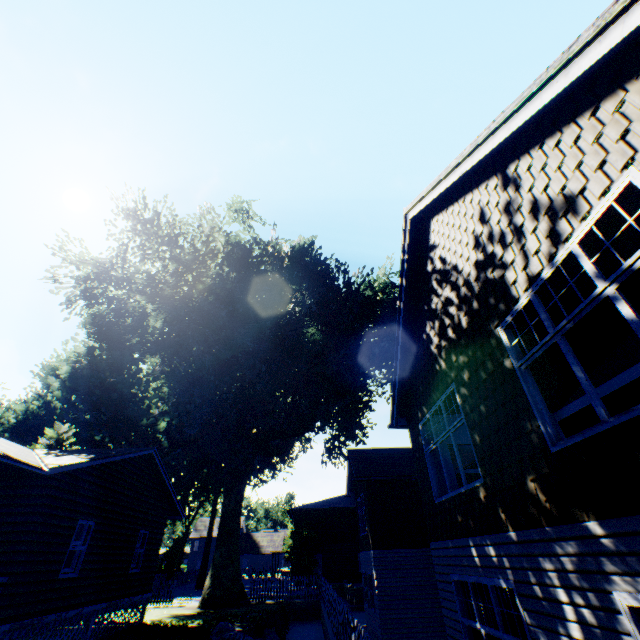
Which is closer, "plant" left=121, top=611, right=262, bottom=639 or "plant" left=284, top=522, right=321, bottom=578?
"plant" left=121, top=611, right=262, bottom=639

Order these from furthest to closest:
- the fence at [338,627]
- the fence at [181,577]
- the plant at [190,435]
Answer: the fence at [181,577] < the plant at [190,435] < the fence at [338,627]

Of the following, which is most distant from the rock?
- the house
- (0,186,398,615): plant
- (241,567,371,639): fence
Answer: (241,567,371,639): fence

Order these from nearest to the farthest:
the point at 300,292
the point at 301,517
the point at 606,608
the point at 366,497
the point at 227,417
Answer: the point at 606,608 < the point at 366,497 < the point at 227,417 < the point at 300,292 < the point at 301,517

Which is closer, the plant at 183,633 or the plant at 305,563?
the plant at 183,633

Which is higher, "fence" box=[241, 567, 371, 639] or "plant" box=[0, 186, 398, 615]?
"plant" box=[0, 186, 398, 615]

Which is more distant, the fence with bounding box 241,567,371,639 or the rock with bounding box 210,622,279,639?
the rock with bounding box 210,622,279,639

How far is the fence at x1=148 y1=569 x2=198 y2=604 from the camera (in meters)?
21.28
